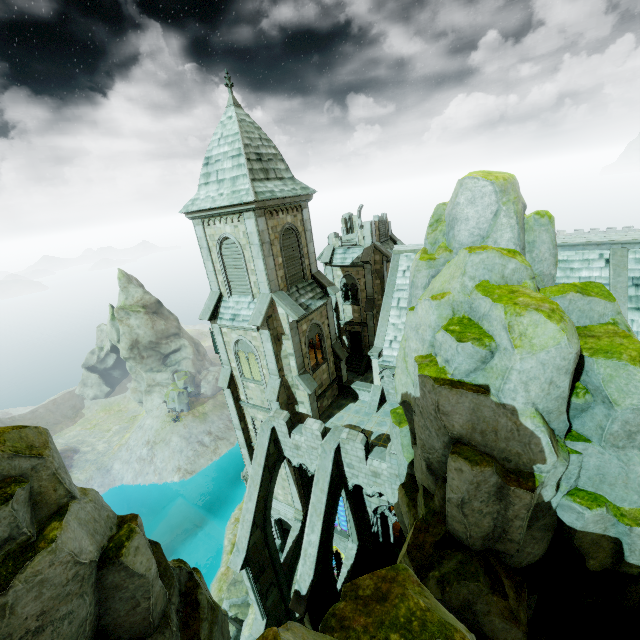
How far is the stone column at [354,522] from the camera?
18.75m

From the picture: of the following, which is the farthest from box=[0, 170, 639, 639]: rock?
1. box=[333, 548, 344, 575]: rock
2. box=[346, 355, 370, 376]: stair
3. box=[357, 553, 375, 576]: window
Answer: box=[346, 355, 370, 376]: stair

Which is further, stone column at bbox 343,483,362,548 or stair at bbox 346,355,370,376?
stair at bbox 346,355,370,376

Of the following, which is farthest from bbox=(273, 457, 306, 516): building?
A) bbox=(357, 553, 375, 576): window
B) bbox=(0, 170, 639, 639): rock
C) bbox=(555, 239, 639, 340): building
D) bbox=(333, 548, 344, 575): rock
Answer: bbox=(0, 170, 639, 639): rock

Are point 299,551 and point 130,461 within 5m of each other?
no

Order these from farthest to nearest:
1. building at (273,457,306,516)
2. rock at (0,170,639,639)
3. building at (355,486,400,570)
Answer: building at (273,457,306,516), building at (355,486,400,570), rock at (0,170,639,639)

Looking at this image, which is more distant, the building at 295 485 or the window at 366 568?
the building at 295 485

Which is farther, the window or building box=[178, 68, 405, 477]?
the window
